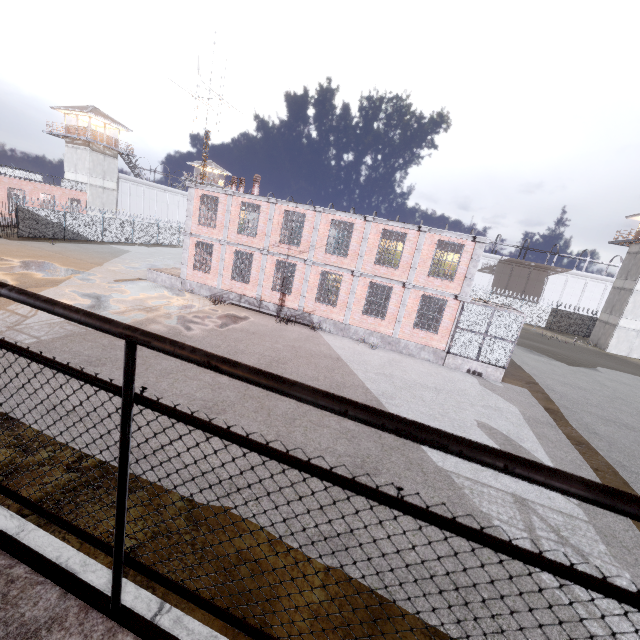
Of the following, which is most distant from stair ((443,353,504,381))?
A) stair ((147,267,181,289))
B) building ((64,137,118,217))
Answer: building ((64,137,118,217))

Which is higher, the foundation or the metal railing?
the metal railing

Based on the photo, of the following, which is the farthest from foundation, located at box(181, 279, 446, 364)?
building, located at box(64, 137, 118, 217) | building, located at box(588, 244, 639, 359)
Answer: building, located at box(588, 244, 639, 359)

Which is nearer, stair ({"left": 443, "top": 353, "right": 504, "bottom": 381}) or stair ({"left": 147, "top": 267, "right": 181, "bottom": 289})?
stair ({"left": 443, "top": 353, "right": 504, "bottom": 381})

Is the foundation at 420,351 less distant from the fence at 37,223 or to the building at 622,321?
the fence at 37,223

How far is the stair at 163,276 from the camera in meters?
22.6 m

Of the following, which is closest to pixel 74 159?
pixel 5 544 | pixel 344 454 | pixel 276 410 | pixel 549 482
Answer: pixel 276 410

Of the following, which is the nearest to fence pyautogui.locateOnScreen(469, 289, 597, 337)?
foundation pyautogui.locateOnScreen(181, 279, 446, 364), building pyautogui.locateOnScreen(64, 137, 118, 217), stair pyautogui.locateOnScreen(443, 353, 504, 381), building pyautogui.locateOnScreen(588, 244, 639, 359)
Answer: building pyautogui.locateOnScreen(588, 244, 639, 359)
